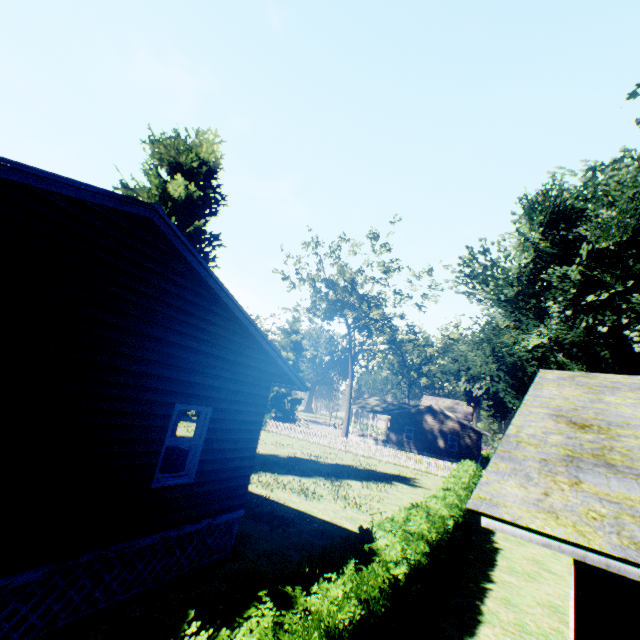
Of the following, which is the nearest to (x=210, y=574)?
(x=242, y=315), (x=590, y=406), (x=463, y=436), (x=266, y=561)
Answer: (x=266, y=561)

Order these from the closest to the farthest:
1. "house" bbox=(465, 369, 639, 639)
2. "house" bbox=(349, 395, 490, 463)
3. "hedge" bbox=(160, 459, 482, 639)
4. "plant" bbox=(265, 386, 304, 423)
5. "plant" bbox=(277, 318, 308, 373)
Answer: "house" bbox=(465, 369, 639, 639) → "hedge" bbox=(160, 459, 482, 639) → "house" bbox=(349, 395, 490, 463) → "plant" bbox=(265, 386, 304, 423) → "plant" bbox=(277, 318, 308, 373)

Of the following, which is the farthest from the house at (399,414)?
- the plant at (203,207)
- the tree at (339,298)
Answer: the tree at (339,298)

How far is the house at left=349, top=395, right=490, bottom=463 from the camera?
36.5 meters

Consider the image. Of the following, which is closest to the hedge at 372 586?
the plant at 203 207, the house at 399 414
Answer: the plant at 203 207

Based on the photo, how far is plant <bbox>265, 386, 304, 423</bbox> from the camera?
43.5 meters

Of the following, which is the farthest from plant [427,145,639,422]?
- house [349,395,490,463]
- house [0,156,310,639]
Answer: house [349,395,490,463]

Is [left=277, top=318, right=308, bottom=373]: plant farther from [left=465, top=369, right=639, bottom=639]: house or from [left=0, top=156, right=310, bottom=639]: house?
[left=465, top=369, right=639, bottom=639]: house
